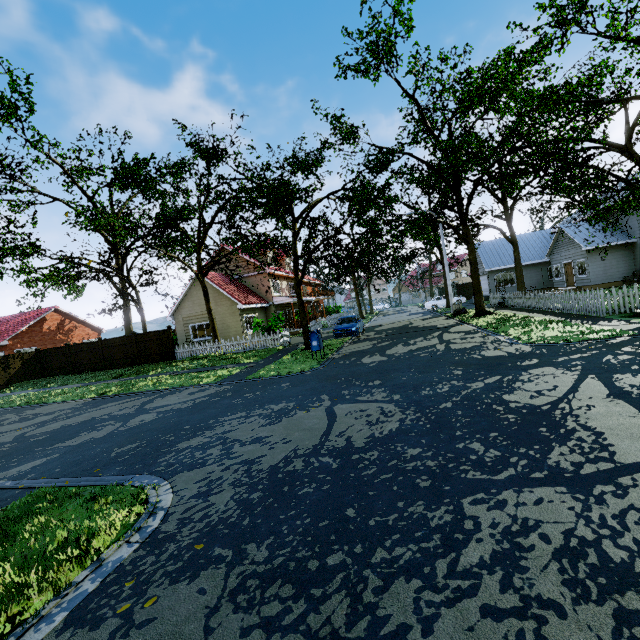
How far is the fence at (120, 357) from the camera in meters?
23.1

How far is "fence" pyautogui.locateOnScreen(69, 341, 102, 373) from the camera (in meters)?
23.84

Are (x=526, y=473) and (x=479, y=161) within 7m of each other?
no

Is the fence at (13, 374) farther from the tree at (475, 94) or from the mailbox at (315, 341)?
the mailbox at (315, 341)

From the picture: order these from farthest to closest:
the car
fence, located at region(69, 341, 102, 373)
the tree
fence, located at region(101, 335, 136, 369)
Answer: fence, located at region(69, 341, 102, 373) → fence, located at region(101, 335, 136, 369) → the car → the tree

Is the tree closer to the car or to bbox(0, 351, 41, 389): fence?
bbox(0, 351, 41, 389): fence

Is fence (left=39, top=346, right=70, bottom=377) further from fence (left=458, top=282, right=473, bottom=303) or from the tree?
the tree

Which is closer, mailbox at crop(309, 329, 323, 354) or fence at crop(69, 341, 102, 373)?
mailbox at crop(309, 329, 323, 354)
